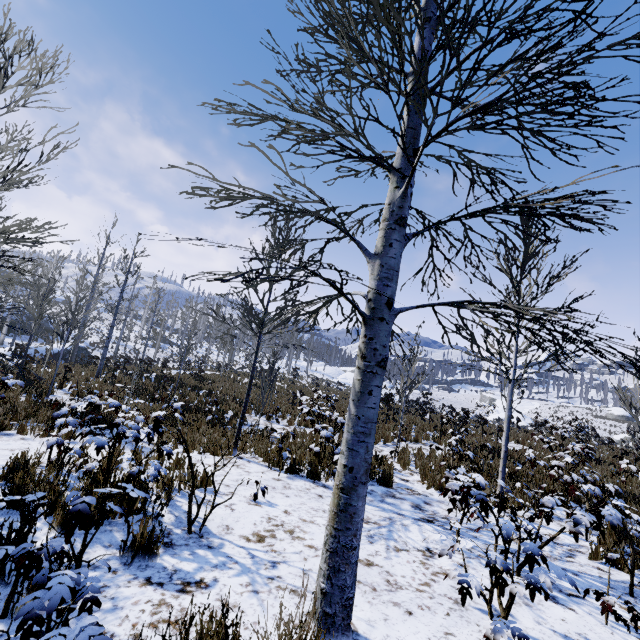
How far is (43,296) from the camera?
12.1 meters
